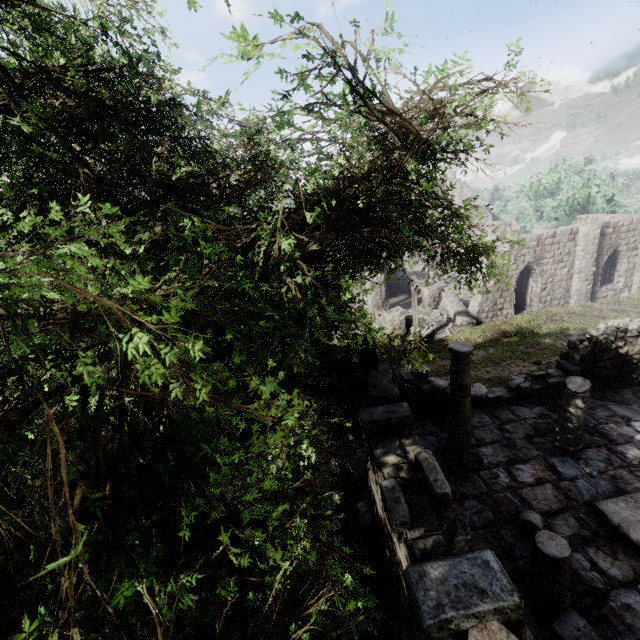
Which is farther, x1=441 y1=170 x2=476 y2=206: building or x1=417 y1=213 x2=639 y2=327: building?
x1=441 y1=170 x2=476 y2=206: building

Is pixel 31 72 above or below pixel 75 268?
above

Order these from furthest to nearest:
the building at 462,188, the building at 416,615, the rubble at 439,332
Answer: the building at 462,188 < the rubble at 439,332 < the building at 416,615

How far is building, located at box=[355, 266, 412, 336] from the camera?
23.1 meters

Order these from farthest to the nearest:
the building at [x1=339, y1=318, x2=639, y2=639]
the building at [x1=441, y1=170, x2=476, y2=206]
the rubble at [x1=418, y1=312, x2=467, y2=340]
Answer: the building at [x1=441, y1=170, x2=476, y2=206]
the rubble at [x1=418, y1=312, x2=467, y2=340]
the building at [x1=339, y1=318, x2=639, y2=639]

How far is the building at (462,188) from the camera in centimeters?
4405cm
